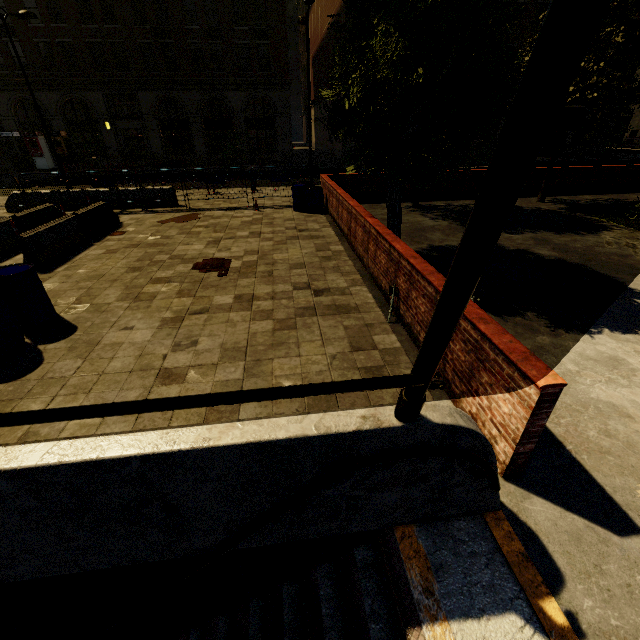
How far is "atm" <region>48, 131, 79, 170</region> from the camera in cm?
2831

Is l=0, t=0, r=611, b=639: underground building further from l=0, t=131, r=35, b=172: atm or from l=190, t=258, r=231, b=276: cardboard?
l=0, t=131, r=35, b=172: atm

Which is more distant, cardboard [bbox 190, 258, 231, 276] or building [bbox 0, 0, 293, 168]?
building [bbox 0, 0, 293, 168]

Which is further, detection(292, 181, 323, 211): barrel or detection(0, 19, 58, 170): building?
detection(0, 19, 58, 170): building

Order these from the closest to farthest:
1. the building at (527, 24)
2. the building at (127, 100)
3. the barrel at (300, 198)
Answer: the barrel at (300, 198)
the building at (127, 100)
the building at (527, 24)

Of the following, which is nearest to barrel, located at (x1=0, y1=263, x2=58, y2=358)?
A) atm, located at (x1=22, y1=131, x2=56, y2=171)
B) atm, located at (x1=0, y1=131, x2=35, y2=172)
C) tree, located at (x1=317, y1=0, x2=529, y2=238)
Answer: tree, located at (x1=317, y1=0, x2=529, y2=238)

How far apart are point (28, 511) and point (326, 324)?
4.4 meters

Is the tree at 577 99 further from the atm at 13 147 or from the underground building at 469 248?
the atm at 13 147
